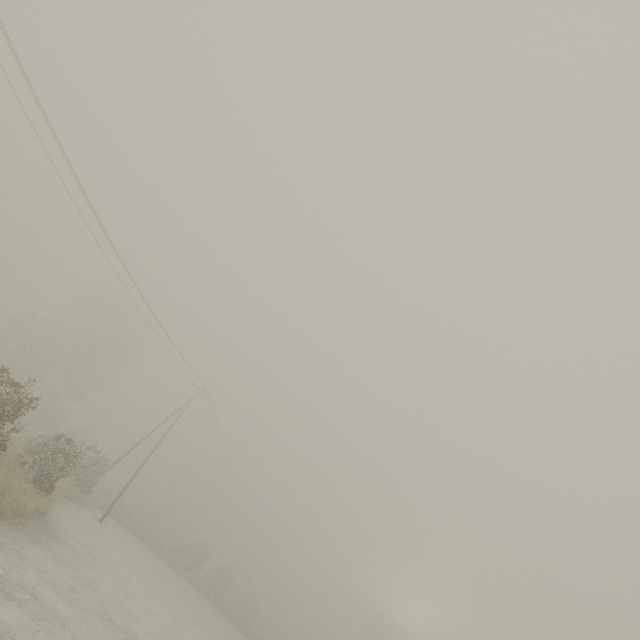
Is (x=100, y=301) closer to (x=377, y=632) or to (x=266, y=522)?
(x=266, y=522)
